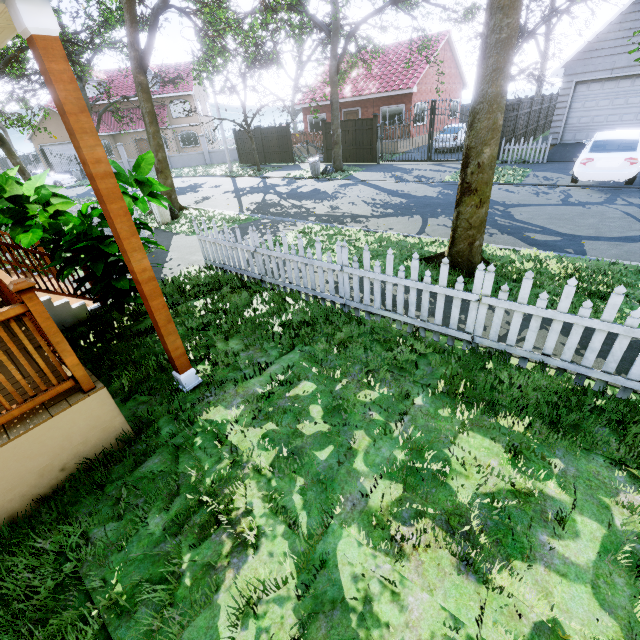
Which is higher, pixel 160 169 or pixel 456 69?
pixel 456 69

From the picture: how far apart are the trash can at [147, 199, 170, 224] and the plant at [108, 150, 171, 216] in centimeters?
650cm

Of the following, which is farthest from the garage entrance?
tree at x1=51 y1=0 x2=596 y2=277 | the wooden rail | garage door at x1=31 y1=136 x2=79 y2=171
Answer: garage door at x1=31 y1=136 x2=79 y2=171

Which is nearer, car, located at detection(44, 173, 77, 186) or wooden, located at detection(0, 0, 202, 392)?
wooden, located at detection(0, 0, 202, 392)

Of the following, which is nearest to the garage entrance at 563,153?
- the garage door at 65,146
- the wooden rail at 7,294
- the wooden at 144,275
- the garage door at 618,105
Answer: the garage door at 618,105

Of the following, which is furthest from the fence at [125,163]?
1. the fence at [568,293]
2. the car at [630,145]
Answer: the car at [630,145]

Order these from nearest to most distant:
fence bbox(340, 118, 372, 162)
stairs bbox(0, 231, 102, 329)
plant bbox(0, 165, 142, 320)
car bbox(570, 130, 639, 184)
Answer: plant bbox(0, 165, 142, 320)
stairs bbox(0, 231, 102, 329)
car bbox(570, 130, 639, 184)
fence bbox(340, 118, 372, 162)

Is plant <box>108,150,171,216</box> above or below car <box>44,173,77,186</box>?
above
